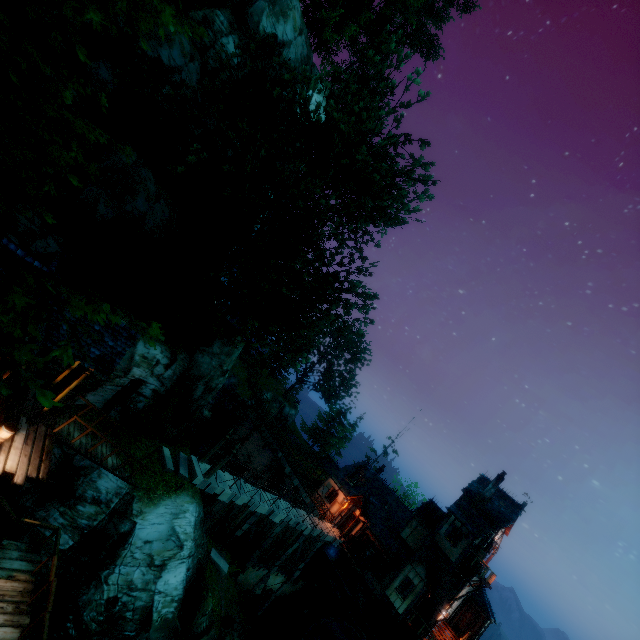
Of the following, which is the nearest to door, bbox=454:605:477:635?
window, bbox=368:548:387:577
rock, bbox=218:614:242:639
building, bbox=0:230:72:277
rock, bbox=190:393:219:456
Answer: window, bbox=368:548:387:577

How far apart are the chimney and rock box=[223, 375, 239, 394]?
31.5m

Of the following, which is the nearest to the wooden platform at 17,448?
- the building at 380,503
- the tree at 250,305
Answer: the tree at 250,305

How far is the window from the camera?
27.8 meters

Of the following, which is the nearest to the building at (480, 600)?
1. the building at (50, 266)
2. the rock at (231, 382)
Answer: the rock at (231, 382)

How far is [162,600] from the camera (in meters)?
13.67

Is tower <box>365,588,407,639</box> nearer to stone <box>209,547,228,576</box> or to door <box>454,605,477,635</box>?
door <box>454,605,477,635</box>

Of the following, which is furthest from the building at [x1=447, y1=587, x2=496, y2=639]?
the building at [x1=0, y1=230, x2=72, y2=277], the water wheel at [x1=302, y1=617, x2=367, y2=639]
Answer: the building at [x1=0, y1=230, x2=72, y2=277]
